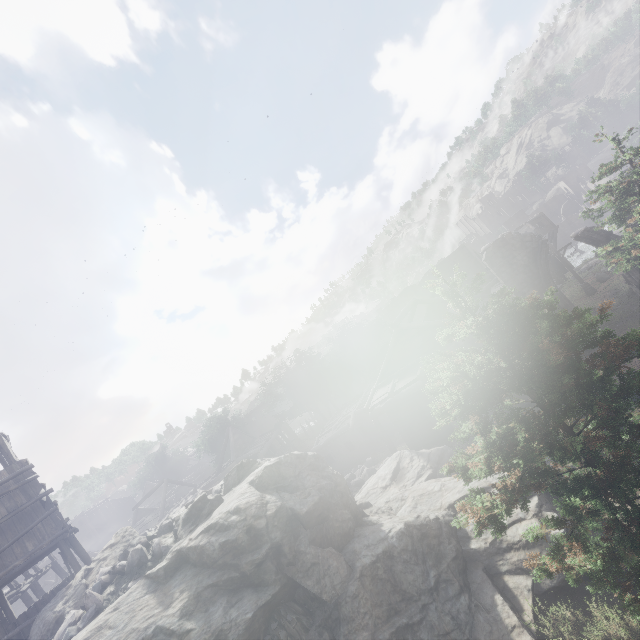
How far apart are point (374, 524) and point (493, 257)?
16.4m

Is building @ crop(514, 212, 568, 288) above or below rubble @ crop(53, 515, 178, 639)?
below

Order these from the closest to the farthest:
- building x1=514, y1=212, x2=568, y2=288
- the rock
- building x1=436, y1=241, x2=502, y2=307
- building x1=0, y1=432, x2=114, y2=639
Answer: the rock < building x1=0, y1=432, x2=114, y2=639 < building x1=436, y1=241, x2=502, y2=307 < building x1=514, y1=212, x2=568, y2=288

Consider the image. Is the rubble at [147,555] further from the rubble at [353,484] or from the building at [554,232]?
the rubble at [353,484]

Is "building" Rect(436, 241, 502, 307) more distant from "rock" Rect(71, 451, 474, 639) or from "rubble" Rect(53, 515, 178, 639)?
"rubble" Rect(53, 515, 178, 639)

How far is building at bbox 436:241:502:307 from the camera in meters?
24.0 m
